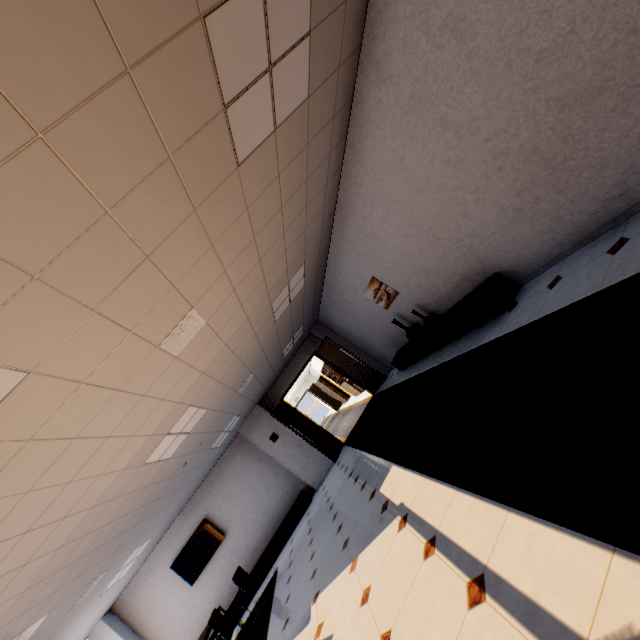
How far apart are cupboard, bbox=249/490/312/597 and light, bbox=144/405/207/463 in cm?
516

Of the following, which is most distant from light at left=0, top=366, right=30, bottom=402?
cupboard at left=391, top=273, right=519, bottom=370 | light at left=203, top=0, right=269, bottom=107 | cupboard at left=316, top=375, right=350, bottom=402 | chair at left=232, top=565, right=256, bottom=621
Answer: cupboard at left=316, top=375, right=350, bottom=402

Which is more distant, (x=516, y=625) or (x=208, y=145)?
(x=208, y=145)

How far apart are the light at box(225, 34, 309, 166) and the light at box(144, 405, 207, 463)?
3.75m

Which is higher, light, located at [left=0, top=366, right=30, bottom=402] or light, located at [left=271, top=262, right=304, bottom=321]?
light, located at [left=271, top=262, right=304, bottom=321]

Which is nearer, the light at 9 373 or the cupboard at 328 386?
the light at 9 373

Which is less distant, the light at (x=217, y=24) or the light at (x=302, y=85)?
the light at (x=217, y=24)

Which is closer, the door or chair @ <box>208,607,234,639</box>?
chair @ <box>208,607,234,639</box>
